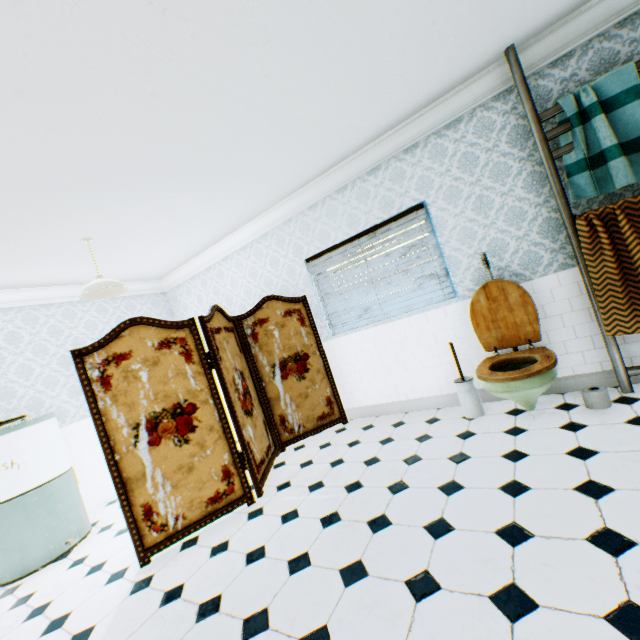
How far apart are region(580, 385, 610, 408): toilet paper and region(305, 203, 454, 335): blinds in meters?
1.5 m

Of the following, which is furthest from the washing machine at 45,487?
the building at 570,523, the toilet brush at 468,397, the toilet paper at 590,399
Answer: the toilet paper at 590,399

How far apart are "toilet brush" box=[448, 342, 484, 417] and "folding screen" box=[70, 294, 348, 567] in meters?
1.6

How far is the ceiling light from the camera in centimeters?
349cm

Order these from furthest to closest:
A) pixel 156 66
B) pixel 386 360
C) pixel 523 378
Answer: pixel 386 360, pixel 523 378, pixel 156 66

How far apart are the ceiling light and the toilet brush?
3.7 meters

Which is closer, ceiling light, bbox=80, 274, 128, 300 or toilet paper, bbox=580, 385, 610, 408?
toilet paper, bbox=580, 385, 610, 408

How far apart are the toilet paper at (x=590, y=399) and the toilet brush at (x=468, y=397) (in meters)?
0.83
